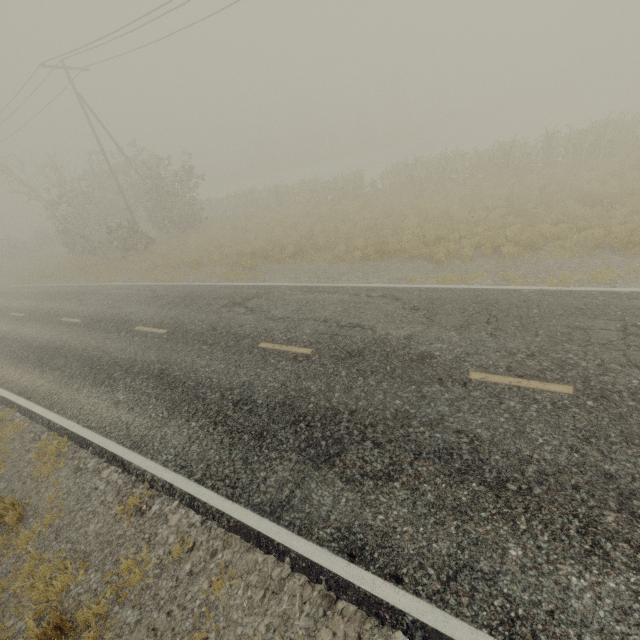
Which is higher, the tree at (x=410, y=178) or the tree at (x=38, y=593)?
the tree at (x=410, y=178)

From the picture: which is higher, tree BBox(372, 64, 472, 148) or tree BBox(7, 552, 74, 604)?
tree BBox(372, 64, 472, 148)

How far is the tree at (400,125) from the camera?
47.7m

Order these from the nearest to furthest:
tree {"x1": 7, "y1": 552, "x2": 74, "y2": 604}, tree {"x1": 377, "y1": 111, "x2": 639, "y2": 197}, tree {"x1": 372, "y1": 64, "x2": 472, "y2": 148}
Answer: tree {"x1": 7, "y1": 552, "x2": 74, "y2": 604} < tree {"x1": 377, "y1": 111, "x2": 639, "y2": 197} < tree {"x1": 372, "y1": 64, "x2": 472, "y2": 148}

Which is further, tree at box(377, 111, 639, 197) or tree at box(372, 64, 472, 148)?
tree at box(372, 64, 472, 148)

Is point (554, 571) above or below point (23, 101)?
below

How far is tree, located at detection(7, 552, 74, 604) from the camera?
4.55m
